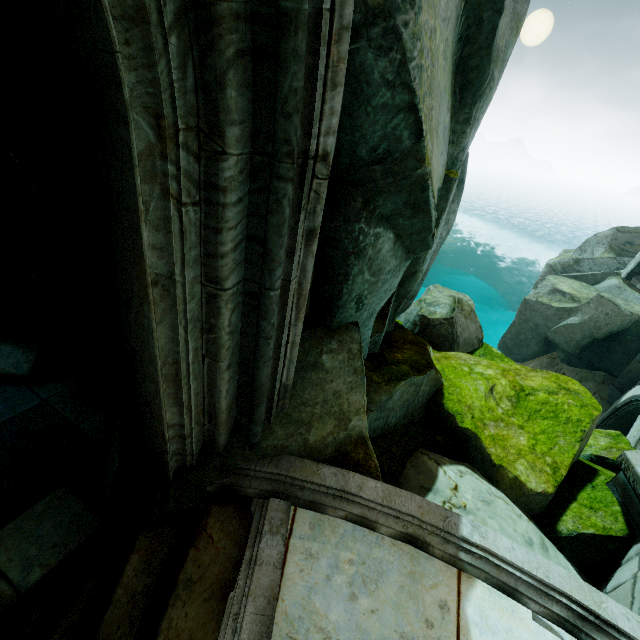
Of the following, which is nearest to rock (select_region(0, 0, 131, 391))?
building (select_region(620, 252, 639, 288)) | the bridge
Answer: the bridge

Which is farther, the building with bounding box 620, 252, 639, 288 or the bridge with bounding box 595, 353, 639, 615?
the building with bounding box 620, 252, 639, 288

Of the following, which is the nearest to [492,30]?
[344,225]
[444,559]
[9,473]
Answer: [344,225]

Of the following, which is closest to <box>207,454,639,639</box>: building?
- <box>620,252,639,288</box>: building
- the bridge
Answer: the bridge

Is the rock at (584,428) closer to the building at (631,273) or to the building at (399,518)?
the building at (399,518)

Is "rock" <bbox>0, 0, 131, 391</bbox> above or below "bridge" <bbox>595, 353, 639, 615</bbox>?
above

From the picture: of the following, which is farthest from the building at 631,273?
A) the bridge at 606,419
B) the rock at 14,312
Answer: the rock at 14,312

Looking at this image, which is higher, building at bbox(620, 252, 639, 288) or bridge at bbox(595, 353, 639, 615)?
building at bbox(620, 252, 639, 288)
